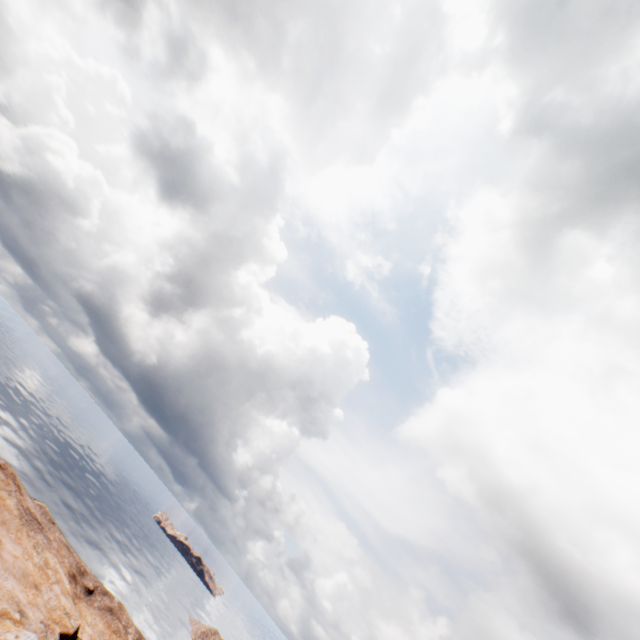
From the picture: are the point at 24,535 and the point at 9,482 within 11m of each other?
yes
